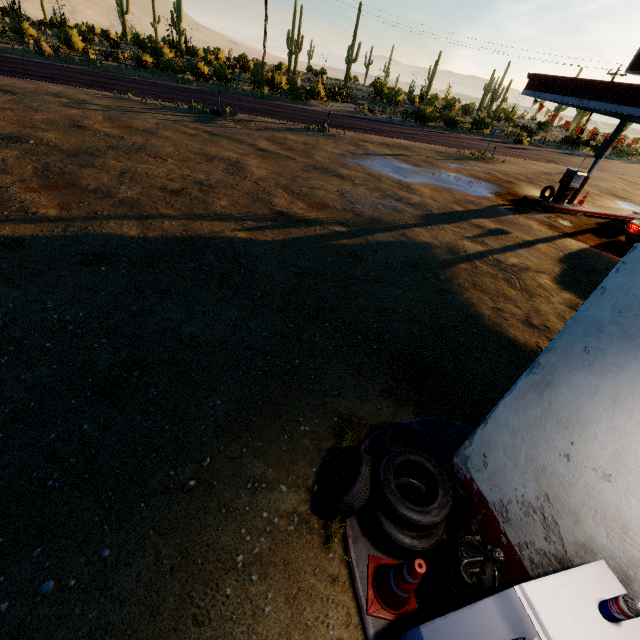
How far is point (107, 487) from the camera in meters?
3.3

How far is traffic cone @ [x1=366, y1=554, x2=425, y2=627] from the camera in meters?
2.4 m

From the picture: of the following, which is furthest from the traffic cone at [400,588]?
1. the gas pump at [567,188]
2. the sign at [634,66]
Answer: the gas pump at [567,188]

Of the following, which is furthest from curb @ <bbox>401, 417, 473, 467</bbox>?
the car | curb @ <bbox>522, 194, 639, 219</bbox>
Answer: curb @ <bbox>522, 194, 639, 219</bbox>

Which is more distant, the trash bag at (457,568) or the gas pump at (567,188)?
the gas pump at (567,188)

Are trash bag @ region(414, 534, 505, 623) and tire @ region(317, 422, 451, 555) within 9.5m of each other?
yes

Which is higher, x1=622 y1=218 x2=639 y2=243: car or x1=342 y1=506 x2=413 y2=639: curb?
x1=622 y1=218 x2=639 y2=243: car

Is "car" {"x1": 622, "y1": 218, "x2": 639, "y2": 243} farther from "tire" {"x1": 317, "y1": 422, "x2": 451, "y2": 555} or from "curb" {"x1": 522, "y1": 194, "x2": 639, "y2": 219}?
"tire" {"x1": 317, "y1": 422, "x2": 451, "y2": 555}
